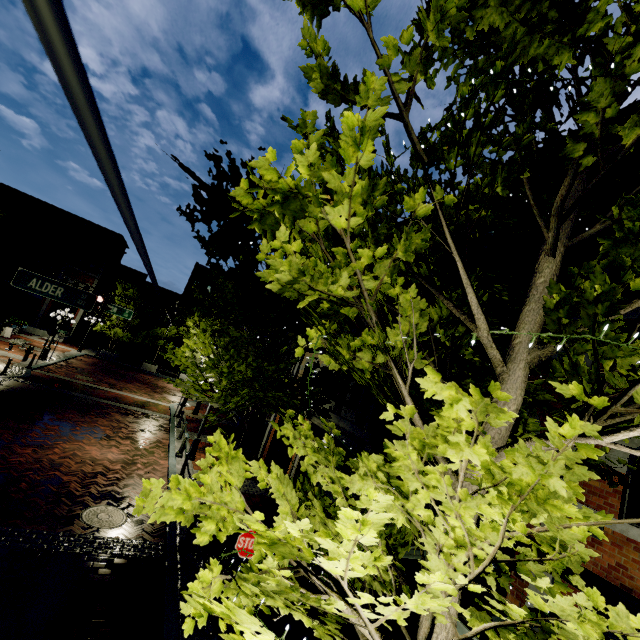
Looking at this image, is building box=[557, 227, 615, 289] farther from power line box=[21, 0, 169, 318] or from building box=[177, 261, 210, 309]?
power line box=[21, 0, 169, 318]

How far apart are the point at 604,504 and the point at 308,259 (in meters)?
6.11

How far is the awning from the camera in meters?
3.2

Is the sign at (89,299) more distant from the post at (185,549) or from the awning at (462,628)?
the awning at (462,628)

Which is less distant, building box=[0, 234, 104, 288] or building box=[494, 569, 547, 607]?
building box=[494, 569, 547, 607]

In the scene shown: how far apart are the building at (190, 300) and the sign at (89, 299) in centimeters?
3403cm

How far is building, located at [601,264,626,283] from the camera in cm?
584
